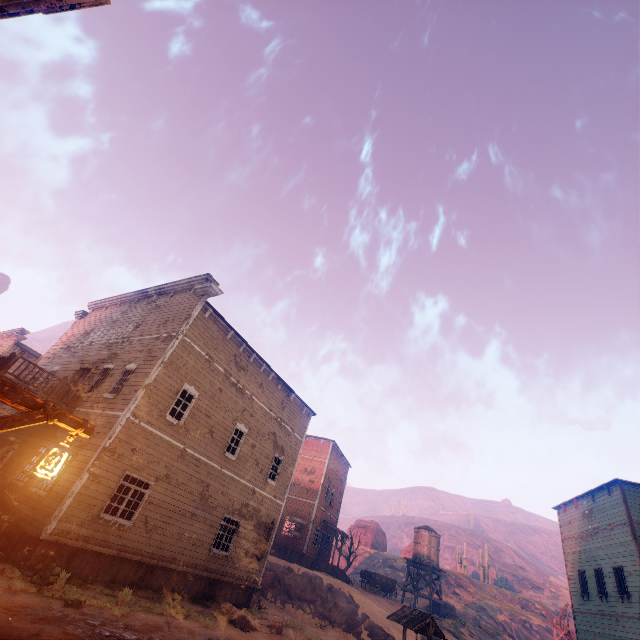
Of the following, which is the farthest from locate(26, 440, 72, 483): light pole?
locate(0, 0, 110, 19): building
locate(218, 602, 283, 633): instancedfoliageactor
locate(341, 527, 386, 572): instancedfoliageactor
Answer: locate(341, 527, 386, 572): instancedfoliageactor

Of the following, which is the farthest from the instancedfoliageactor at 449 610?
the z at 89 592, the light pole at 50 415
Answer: the light pole at 50 415

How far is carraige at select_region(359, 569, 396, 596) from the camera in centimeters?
2980cm

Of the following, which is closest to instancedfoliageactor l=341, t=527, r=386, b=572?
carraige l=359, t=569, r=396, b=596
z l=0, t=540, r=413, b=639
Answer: z l=0, t=540, r=413, b=639

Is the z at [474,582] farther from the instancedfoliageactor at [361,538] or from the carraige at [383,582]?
the instancedfoliageactor at [361,538]

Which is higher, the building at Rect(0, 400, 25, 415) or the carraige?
the building at Rect(0, 400, 25, 415)

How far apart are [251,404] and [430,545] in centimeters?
2584cm

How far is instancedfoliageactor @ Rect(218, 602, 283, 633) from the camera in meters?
12.5 m
